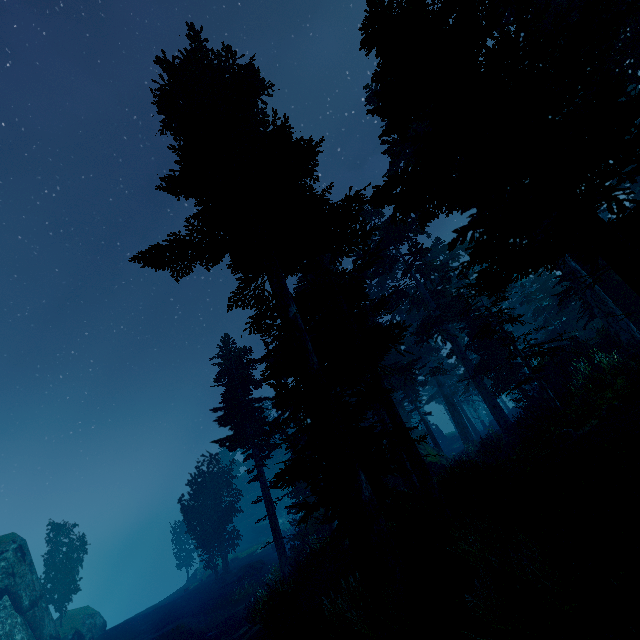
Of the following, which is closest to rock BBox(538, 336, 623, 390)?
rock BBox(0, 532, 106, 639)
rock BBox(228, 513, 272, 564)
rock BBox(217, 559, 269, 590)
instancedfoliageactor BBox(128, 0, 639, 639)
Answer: instancedfoliageactor BBox(128, 0, 639, 639)

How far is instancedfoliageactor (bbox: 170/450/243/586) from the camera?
36.88m

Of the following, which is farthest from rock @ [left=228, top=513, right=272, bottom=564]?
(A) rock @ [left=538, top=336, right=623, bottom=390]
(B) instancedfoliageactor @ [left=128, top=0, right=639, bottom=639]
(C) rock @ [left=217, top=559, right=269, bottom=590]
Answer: (A) rock @ [left=538, top=336, right=623, bottom=390]

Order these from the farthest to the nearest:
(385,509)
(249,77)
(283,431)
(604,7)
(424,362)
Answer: (424,362) → (283,431) → (249,77) → (385,509) → (604,7)

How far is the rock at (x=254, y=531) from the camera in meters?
45.5

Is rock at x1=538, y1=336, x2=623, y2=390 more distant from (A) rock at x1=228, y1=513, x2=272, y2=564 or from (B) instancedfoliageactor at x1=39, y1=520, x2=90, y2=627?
(A) rock at x1=228, y1=513, x2=272, y2=564

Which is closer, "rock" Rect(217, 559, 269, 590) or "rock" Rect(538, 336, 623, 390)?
"rock" Rect(538, 336, 623, 390)

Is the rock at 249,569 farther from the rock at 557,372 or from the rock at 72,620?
the rock at 557,372
